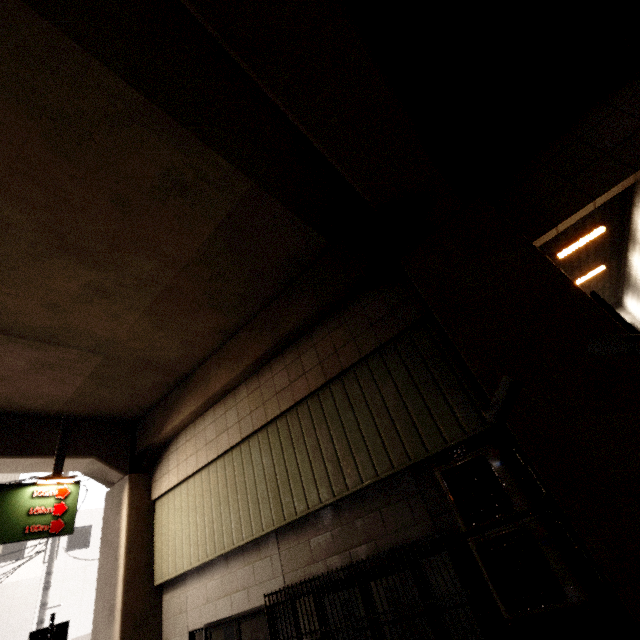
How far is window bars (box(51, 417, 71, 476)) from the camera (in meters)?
7.40

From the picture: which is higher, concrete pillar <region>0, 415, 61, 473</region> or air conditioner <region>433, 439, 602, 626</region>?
concrete pillar <region>0, 415, 61, 473</region>

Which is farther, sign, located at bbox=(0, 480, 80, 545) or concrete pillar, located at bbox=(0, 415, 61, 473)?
concrete pillar, located at bbox=(0, 415, 61, 473)

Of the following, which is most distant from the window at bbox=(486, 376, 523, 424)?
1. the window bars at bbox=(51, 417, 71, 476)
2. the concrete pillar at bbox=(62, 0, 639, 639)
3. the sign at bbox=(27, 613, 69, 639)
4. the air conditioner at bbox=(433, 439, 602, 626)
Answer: the window bars at bbox=(51, 417, 71, 476)

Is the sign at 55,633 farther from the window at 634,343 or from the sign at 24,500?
the window at 634,343

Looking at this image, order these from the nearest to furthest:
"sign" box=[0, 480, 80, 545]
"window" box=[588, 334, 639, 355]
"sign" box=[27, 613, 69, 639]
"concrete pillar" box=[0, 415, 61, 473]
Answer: "window" box=[588, 334, 639, 355] → "sign" box=[27, 613, 69, 639] → "sign" box=[0, 480, 80, 545] → "concrete pillar" box=[0, 415, 61, 473]

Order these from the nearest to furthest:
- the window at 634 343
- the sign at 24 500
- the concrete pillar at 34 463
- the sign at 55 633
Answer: the window at 634 343 → the sign at 55 633 → the sign at 24 500 → the concrete pillar at 34 463

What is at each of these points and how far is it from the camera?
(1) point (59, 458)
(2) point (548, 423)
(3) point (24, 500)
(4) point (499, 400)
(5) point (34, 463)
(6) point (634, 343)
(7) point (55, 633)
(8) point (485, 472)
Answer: (1) window bars, 7.56m
(2) concrete pillar, 3.16m
(3) sign, 6.70m
(4) window, 3.25m
(5) concrete pillar, 7.50m
(6) window, 2.74m
(7) sign, 5.94m
(8) air conditioner, 3.85m
